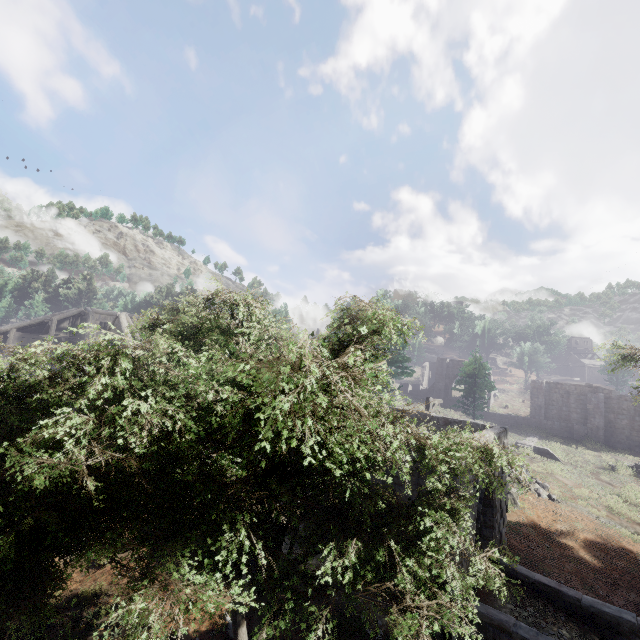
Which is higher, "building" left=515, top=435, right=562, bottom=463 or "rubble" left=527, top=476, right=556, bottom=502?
"building" left=515, top=435, right=562, bottom=463

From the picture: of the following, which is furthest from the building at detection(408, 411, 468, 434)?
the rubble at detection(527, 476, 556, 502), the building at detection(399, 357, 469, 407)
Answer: the building at detection(399, 357, 469, 407)

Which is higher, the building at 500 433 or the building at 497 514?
the building at 500 433

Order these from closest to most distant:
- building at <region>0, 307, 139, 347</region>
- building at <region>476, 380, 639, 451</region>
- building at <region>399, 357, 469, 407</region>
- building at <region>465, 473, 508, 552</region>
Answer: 1. building at <region>465, 473, 508, 552</region>
2. building at <region>0, 307, 139, 347</region>
3. building at <region>476, 380, 639, 451</region>
4. building at <region>399, 357, 469, 407</region>

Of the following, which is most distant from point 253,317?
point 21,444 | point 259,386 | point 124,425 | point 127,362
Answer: point 21,444

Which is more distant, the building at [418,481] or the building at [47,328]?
the building at [47,328]

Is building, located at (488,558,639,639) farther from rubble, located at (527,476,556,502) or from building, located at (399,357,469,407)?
building, located at (399,357,469,407)

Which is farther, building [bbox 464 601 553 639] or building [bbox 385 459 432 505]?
building [bbox 385 459 432 505]
